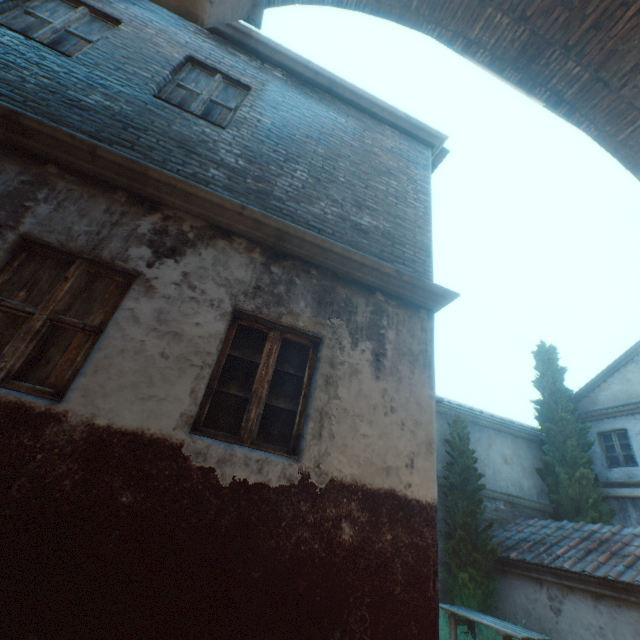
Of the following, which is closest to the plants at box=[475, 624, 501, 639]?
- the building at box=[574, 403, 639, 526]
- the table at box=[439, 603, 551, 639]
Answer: the table at box=[439, 603, 551, 639]

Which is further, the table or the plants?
the plants

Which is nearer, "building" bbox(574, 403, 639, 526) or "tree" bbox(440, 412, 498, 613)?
"tree" bbox(440, 412, 498, 613)

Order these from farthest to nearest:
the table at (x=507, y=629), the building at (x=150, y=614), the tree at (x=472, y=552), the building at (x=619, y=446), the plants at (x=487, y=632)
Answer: the building at (x=619, y=446)
the tree at (x=472, y=552)
the plants at (x=487, y=632)
the table at (x=507, y=629)
the building at (x=150, y=614)

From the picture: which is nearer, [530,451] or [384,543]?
[384,543]

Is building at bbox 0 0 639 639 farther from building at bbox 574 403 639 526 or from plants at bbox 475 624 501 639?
building at bbox 574 403 639 526

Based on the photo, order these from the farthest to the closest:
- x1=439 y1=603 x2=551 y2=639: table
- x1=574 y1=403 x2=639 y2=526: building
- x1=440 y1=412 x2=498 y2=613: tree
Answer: x1=574 y1=403 x2=639 y2=526: building
x1=440 y1=412 x2=498 y2=613: tree
x1=439 y1=603 x2=551 y2=639: table

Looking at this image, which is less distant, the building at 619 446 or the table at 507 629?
the table at 507 629
